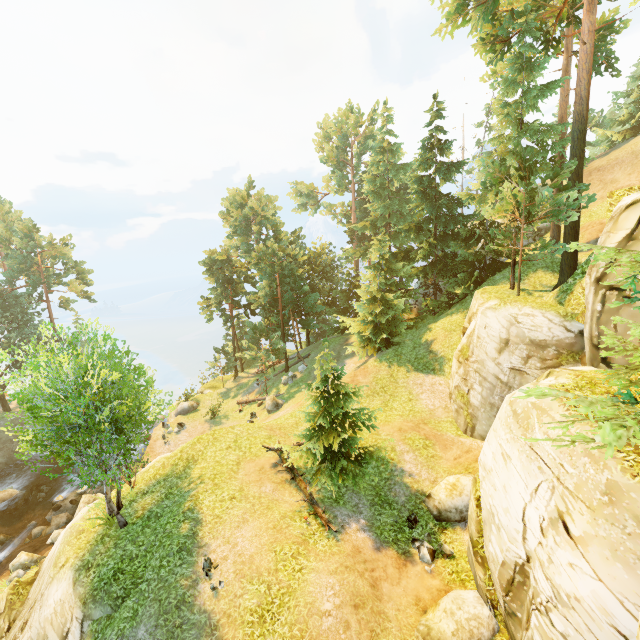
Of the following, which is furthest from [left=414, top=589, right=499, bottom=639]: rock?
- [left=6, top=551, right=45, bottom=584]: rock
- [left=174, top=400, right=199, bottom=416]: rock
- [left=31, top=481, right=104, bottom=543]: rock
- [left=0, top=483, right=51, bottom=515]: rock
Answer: [left=0, top=483, right=51, bottom=515]: rock

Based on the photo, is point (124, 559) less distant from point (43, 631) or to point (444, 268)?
point (43, 631)

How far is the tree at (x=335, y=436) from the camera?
14.5m

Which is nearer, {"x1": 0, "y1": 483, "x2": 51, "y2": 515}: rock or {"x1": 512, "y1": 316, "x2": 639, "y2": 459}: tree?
{"x1": 512, "y1": 316, "x2": 639, "y2": 459}: tree

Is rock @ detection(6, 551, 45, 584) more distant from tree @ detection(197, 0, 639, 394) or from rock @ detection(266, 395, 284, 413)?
rock @ detection(266, 395, 284, 413)

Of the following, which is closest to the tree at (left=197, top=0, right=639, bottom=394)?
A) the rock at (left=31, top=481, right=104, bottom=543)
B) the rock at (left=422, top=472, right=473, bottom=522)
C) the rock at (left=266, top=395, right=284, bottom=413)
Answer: the rock at (left=266, top=395, right=284, bottom=413)

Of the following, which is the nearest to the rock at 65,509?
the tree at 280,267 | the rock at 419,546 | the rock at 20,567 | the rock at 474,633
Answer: the rock at 20,567

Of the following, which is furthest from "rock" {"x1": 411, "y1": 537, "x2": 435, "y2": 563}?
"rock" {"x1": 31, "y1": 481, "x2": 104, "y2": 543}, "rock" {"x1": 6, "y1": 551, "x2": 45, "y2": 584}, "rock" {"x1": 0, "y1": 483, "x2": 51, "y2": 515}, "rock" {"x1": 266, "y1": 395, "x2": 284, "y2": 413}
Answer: "rock" {"x1": 0, "y1": 483, "x2": 51, "y2": 515}
